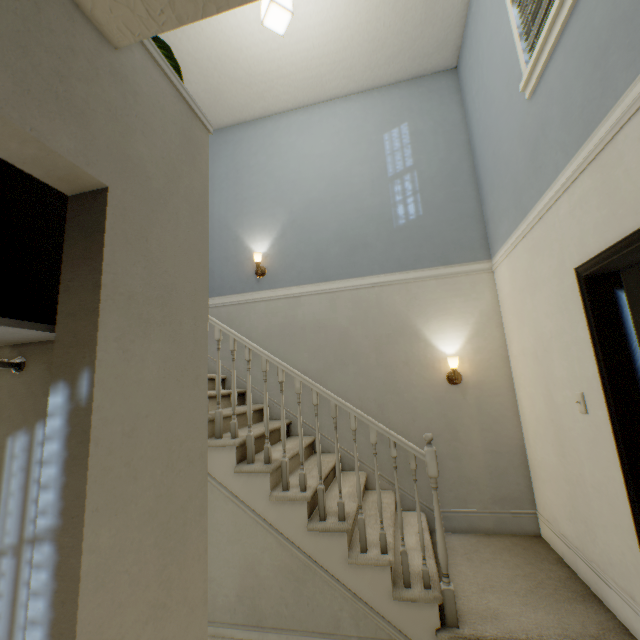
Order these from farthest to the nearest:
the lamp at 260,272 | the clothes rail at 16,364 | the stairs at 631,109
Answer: the lamp at 260,272
the stairs at 631,109
the clothes rail at 16,364

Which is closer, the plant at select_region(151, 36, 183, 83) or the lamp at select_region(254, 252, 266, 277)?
the plant at select_region(151, 36, 183, 83)

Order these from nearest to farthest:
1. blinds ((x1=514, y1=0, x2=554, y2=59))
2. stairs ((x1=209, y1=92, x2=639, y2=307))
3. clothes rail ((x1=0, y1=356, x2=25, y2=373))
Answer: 1. clothes rail ((x1=0, y1=356, x2=25, y2=373))
2. stairs ((x1=209, y1=92, x2=639, y2=307))
3. blinds ((x1=514, y1=0, x2=554, y2=59))

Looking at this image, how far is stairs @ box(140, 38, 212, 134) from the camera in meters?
1.0

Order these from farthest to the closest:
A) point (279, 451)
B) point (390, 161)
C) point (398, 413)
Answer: point (390, 161) → point (398, 413) → point (279, 451)

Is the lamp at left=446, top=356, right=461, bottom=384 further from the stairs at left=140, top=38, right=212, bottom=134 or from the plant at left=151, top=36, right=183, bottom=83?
the plant at left=151, top=36, right=183, bottom=83

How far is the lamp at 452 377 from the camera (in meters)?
3.13

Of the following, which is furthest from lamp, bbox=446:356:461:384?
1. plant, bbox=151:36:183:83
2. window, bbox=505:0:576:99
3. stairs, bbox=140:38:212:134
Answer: plant, bbox=151:36:183:83
